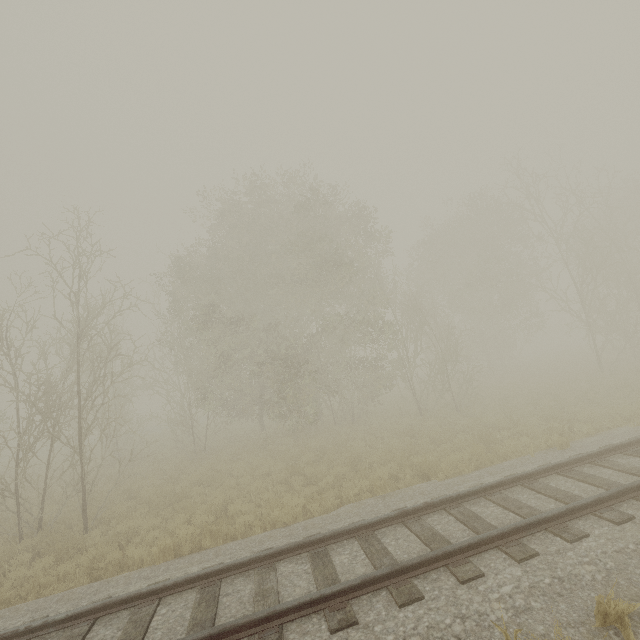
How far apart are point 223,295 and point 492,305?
22.60m
